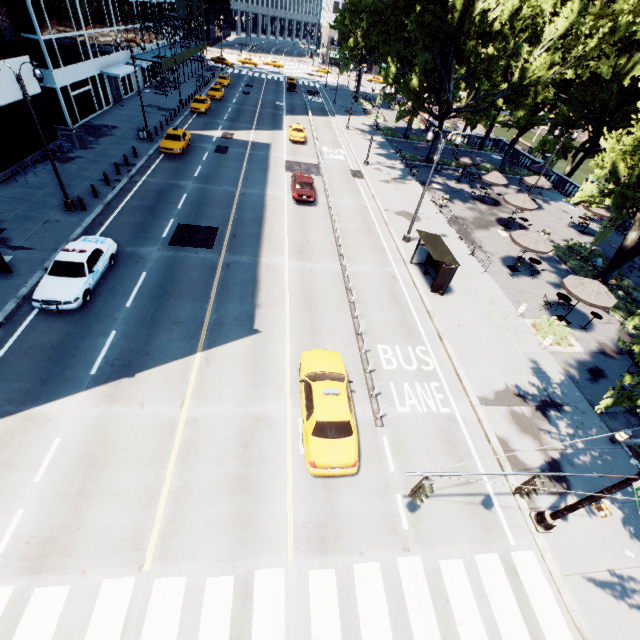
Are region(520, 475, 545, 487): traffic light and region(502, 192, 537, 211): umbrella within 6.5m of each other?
no

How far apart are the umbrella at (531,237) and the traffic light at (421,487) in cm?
1987

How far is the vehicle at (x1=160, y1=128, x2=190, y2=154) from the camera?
28.8 meters

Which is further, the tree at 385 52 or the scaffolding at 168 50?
the scaffolding at 168 50

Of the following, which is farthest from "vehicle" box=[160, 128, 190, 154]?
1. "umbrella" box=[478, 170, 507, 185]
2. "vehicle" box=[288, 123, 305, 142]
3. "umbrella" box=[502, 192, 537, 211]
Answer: "umbrella" box=[502, 192, 537, 211]

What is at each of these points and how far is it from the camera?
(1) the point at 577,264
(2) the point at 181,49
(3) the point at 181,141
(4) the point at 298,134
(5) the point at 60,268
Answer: (1) bush, 24.9 meters
(2) scaffolding, 49.4 meters
(3) vehicle, 29.9 meters
(4) vehicle, 37.2 meters
(5) vehicle, 14.8 meters

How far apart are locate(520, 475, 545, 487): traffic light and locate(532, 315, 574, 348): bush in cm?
1249

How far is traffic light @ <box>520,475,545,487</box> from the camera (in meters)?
7.35
